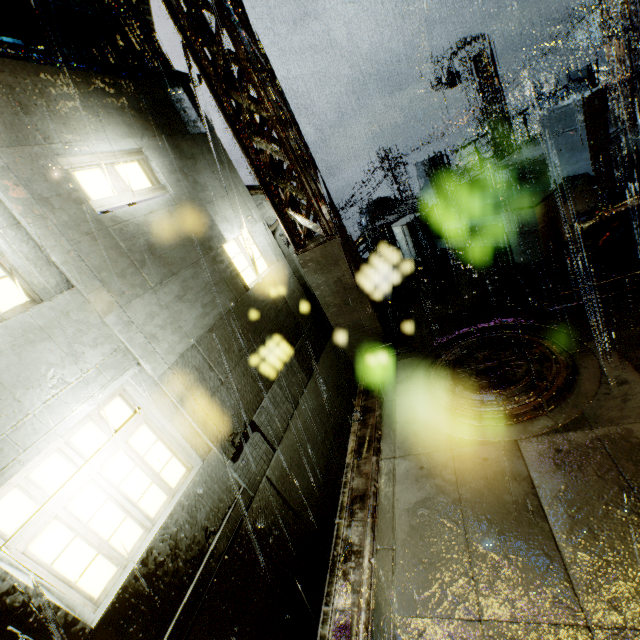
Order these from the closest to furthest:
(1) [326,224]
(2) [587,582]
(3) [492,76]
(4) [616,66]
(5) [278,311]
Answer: (2) [587,582], (1) [326,224], (5) [278,311], (4) [616,66], (3) [492,76]

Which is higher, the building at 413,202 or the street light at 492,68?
the street light at 492,68

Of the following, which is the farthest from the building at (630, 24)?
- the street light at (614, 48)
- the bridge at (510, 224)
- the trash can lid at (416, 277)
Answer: the trash can lid at (416, 277)

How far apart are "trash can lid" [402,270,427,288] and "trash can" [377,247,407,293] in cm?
3

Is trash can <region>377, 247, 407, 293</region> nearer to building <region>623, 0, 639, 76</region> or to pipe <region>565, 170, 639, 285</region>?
building <region>623, 0, 639, 76</region>

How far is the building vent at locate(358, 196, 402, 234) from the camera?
25.4m

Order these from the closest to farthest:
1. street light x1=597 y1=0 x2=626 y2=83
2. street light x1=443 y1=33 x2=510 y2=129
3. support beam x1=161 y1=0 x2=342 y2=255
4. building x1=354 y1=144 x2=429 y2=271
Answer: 1. support beam x1=161 y1=0 x2=342 y2=255
2. street light x1=597 y1=0 x2=626 y2=83
3. building x1=354 y1=144 x2=429 y2=271
4. street light x1=443 y1=33 x2=510 y2=129

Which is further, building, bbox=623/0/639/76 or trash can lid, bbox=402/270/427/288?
building, bbox=623/0/639/76
